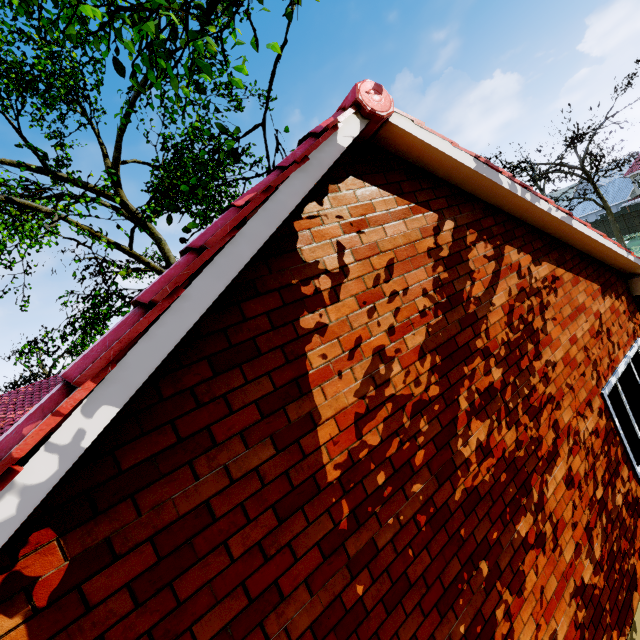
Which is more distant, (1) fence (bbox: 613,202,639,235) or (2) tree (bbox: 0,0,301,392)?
(1) fence (bbox: 613,202,639,235)

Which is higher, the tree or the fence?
the tree

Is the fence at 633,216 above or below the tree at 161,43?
below

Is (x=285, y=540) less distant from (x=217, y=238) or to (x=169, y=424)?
(x=169, y=424)

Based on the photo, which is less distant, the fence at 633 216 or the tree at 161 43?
the tree at 161 43
